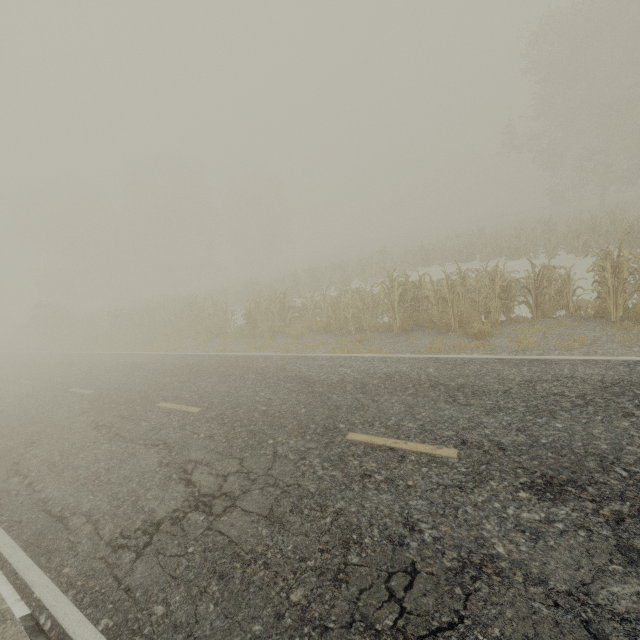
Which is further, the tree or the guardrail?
the tree

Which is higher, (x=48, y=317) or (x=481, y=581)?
(x=48, y=317)

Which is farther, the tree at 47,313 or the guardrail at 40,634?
the tree at 47,313
